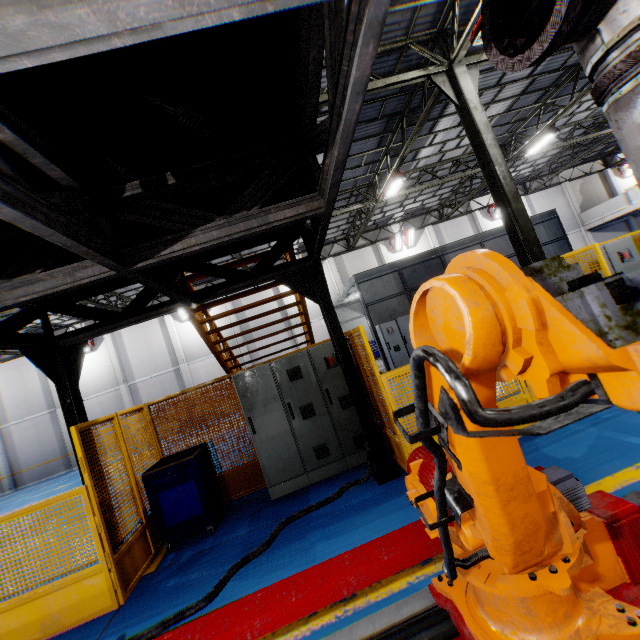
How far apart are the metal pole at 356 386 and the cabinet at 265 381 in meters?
0.6 m

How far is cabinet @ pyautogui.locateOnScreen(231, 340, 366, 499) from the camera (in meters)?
5.43

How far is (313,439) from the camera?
5.5 meters

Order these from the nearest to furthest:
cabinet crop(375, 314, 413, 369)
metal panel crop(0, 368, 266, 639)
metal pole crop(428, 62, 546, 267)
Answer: metal panel crop(0, 368, 266, 639) < metal pole crop(428, 62, 546, 267) < cabinet crop(375, 314, 413, 369)

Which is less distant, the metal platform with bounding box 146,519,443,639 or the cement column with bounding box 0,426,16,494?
the metal platform with bounding box 146,519,443,639

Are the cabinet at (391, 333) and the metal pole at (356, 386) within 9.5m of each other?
yes

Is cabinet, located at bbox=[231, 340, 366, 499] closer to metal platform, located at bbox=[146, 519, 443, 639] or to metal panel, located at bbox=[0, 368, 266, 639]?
metal panel, located at bbox=[0, 368, 266, 639]

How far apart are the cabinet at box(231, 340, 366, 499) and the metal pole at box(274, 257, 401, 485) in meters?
0.6
